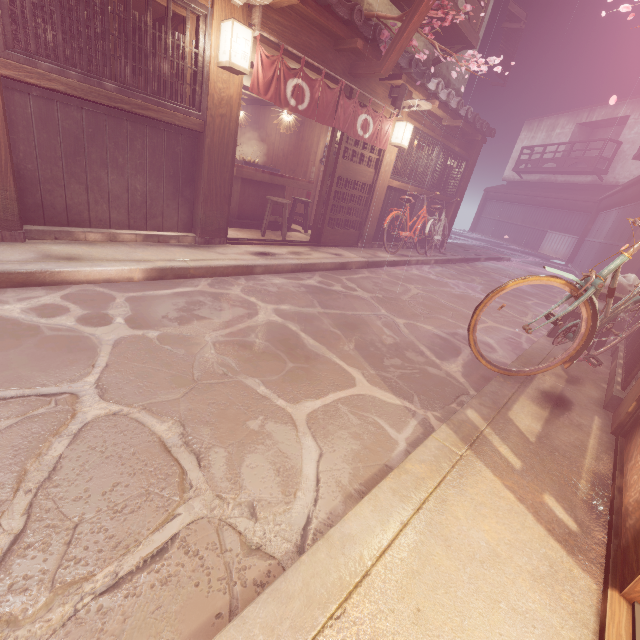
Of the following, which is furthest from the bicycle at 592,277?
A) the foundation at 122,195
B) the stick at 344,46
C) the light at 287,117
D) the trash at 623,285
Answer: the light at 287,117

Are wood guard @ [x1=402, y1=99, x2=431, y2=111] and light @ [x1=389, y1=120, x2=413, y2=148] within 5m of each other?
yes

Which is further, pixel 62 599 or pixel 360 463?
pixel 360 463

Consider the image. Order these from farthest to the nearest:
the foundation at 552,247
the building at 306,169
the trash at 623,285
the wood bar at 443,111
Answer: the foundation at 552,247
the building at 306,169
the wood bar at 443,111
the trash at 623,285

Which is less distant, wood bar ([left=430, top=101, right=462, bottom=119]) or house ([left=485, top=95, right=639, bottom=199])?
wood bar ([left=430, top=101, right=462, bottom=119])

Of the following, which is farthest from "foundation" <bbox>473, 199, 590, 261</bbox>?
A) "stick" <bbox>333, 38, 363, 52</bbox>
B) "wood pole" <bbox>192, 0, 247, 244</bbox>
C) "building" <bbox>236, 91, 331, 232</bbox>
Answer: "stick" <bbox>333, 38, 363, 52</bbox>

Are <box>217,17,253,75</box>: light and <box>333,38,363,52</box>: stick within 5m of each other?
yes

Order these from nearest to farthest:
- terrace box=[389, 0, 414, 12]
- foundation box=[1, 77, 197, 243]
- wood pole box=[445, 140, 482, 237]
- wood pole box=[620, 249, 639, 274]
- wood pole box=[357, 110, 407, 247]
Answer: foundation box=[1, 77, 197, 243], terrace box=[389, 0, 414, 12], wood pole box=[357, 110, 407, 247], wood pole box=[620, 249, 639, 274], wood pole box=[445, 140, 482, 237]
